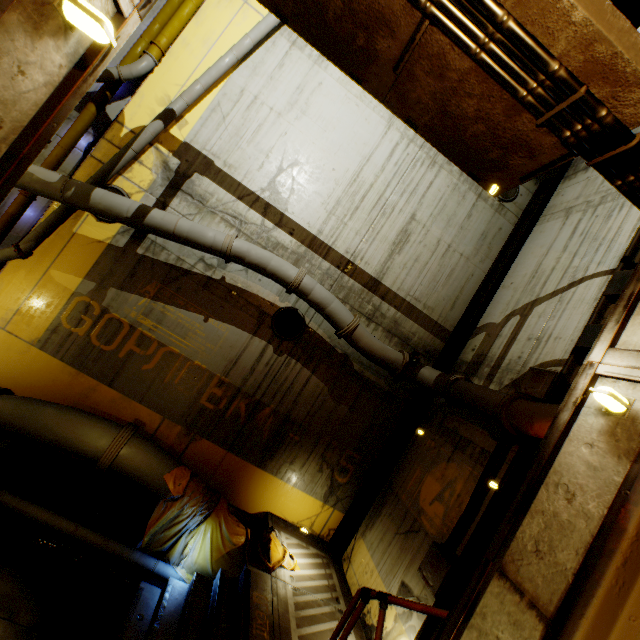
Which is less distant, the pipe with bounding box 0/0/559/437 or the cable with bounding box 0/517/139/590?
the cable with bounding box 0/517/139/590

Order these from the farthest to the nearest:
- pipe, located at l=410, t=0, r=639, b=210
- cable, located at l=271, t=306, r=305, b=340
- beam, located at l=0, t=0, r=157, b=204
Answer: cable, located at l=271, t=306, r=305, b=340 < pipe, located at l=410, t=0, r=639, b=210 < beam, located at l=0, t=0, r=157, b=204

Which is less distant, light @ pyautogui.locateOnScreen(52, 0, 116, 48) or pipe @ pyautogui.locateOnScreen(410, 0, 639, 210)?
light @ pyautogui.locateOnScreen(52, 0, 116, 48)

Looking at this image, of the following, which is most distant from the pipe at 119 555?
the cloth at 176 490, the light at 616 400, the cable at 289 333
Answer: the light at 616 400

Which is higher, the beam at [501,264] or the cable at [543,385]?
the beam at [501,264]

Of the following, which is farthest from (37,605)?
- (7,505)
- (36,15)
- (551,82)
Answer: (551,82)

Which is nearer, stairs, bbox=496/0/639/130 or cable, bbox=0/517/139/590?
stairs, bbox=496/0/639/130

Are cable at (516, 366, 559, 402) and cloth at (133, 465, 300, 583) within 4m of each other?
no
